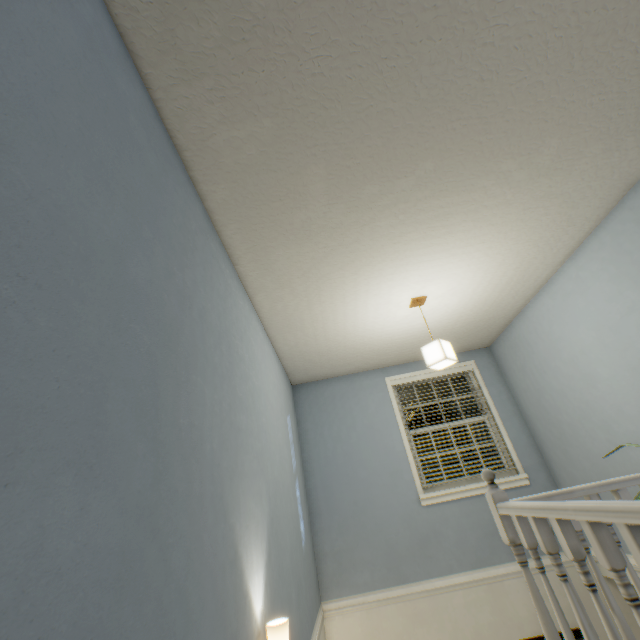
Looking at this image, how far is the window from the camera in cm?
379

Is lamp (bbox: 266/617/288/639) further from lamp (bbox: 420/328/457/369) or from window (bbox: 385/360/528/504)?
window (bbox: 385/360/528/504)

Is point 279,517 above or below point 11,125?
below

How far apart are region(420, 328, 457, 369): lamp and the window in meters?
1.6

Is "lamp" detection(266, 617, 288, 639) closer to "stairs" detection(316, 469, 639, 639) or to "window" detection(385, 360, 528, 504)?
"stairs" detection(316, 469, 639, 639)

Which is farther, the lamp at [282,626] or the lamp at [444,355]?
the lamp at [444,355]

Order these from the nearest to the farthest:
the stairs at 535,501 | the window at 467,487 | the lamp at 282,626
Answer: the stairs at 535,501 → the lamp at 282,626 → the window at 467,487

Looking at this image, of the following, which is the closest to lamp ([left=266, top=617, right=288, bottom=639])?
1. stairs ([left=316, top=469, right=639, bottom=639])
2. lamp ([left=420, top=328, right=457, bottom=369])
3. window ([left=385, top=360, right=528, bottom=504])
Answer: stairs ([left=316, top=469, right=639, bottom=639])
